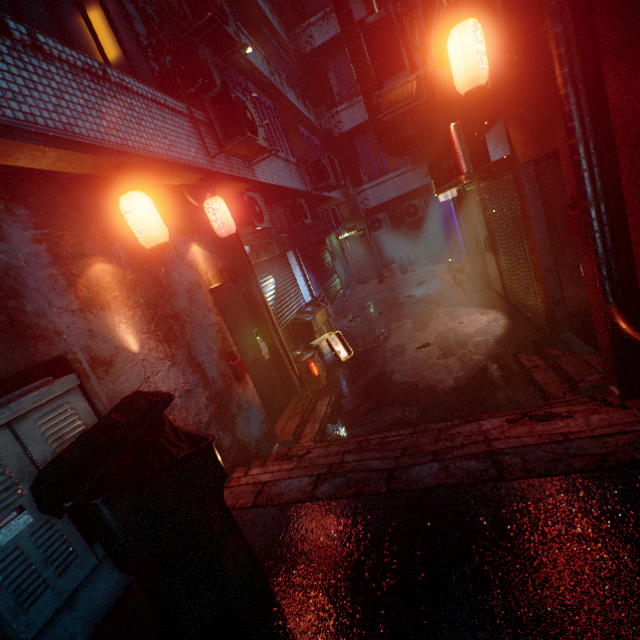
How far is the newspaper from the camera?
4.42m

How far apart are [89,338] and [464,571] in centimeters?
269cm

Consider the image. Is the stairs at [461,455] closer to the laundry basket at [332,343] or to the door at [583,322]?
the door at [583,322]

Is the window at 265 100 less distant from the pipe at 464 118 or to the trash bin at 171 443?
the pipe at 464 118

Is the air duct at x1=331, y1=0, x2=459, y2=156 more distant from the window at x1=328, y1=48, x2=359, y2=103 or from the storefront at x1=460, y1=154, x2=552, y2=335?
the window at x1=328, y1=48, x2=359, y2=103

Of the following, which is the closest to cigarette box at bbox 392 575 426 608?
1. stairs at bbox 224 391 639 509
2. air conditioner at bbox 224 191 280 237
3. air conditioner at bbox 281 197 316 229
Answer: stairs at bbox 224 391 639 509

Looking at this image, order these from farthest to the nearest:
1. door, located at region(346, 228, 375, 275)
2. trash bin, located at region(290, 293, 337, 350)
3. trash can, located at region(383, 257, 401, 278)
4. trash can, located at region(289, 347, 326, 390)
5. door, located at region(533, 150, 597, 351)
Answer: door, located at region(346, 228, 375, 275) < trash can, located at region(383, 257, 401, 278) < trash bin, located at region(290, 293, 337, 350) < trash can, located at region(289, 347, 326, 390) < door, located at region(533, 150, 597, 351)

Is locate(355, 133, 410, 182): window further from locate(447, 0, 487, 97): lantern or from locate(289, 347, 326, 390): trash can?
locate(447, 0, 487, 97): lantern
